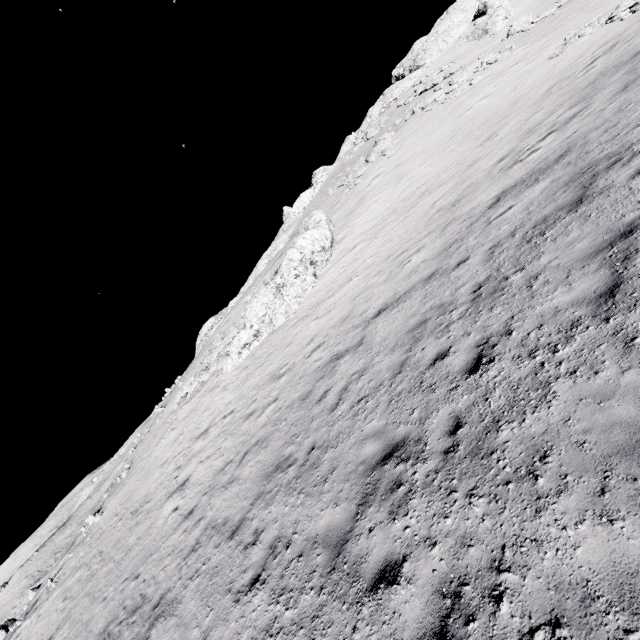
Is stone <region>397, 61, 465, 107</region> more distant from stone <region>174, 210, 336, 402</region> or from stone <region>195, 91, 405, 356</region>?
stone <region>174, 210, 336, 402</region>

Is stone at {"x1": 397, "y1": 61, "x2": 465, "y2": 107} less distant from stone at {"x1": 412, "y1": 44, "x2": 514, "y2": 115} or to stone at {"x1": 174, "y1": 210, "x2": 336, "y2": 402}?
stone at {"x1": 412, "y1": 44, "x2": 514, "y2": 115}

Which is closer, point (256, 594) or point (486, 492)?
point (486, 492)

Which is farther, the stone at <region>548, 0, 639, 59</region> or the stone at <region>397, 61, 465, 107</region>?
the stone at <region>397, 61, 465, 107</region>

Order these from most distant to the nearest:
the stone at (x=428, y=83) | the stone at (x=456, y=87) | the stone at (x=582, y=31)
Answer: the stone at (x=428, y=83), the stone at (x=456, y=87), the stone at (x=582, y=31)

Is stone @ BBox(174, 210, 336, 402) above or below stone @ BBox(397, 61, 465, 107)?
below

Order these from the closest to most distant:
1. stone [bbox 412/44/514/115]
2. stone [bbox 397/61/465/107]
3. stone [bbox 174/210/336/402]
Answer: stone [bbox 174/210/336/402] → stone [bbox 412/44/514/115] → stone [bbox 397/61/465/107]

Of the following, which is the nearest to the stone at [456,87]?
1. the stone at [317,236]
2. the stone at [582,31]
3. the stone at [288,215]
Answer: the stone at [582,31]
